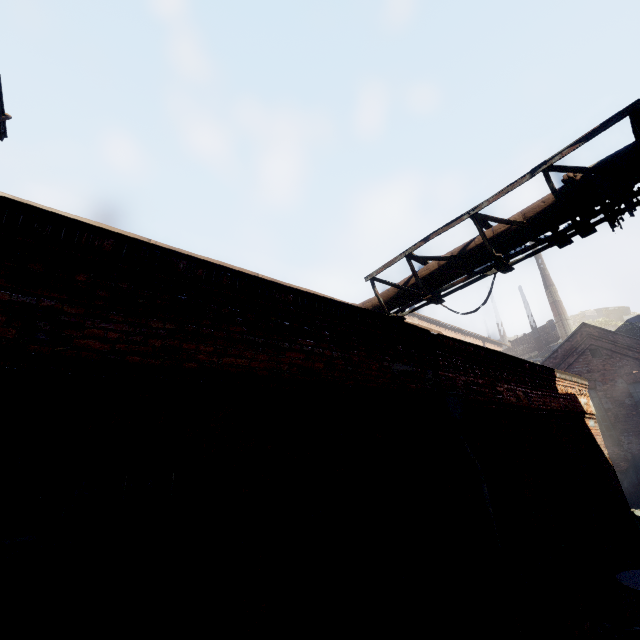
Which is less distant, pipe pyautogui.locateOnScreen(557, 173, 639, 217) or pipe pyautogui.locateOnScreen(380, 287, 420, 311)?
pipe pyautogui.locateOnScreen(557, 173, 639, 217)

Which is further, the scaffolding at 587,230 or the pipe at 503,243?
the pipe at 503,243

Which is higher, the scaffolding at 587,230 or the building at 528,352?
the building at 528,352

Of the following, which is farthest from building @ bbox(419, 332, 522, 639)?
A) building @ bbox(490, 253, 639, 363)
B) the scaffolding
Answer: building @ bbox(490, 253, 639, 363)

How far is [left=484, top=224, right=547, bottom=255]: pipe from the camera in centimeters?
516cm

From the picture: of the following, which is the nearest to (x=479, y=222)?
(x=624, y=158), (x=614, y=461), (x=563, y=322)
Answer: (x=624, y=158)
